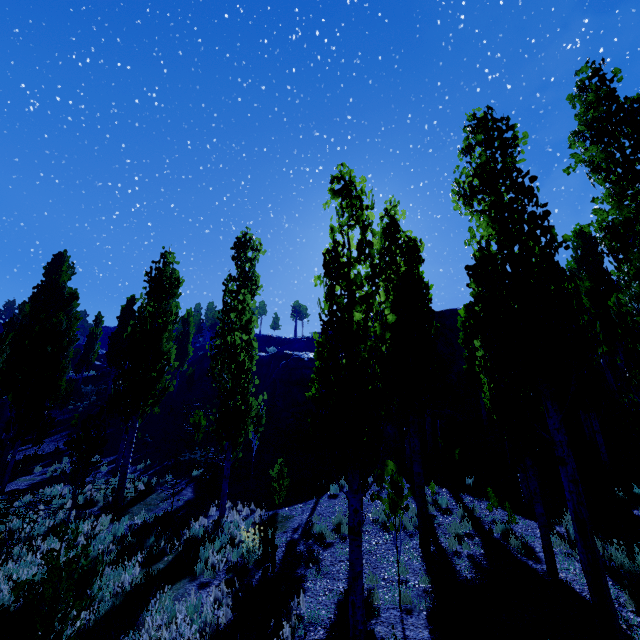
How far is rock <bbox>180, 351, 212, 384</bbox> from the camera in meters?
36.0 m

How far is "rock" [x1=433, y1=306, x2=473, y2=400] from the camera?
28.7m

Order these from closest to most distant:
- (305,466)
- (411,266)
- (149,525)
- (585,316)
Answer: (149,525) → (411,266) → (305,466) → (585,316)

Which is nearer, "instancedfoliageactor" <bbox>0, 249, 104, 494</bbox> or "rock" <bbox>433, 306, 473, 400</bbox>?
"instancedfoliageactor" <bbox>0, 249, 104, 494</bbox>

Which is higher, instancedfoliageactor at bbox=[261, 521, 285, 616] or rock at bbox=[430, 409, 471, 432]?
rock at bbox=[430, 409, 471, 432]

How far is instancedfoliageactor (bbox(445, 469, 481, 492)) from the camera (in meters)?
12.27

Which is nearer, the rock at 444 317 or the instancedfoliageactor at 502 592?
the instancedfoliageactor at 502 592

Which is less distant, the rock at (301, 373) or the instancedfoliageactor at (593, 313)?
the instancedfoliageactor at (593, 313)
